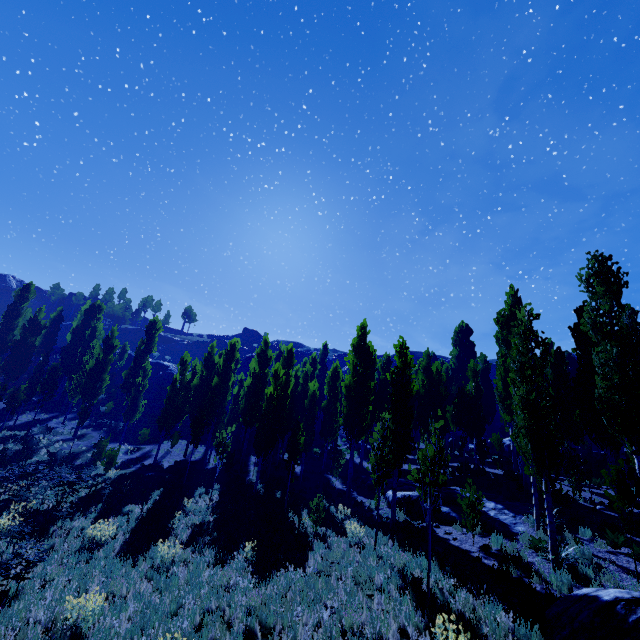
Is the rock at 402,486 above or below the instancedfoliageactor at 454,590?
above

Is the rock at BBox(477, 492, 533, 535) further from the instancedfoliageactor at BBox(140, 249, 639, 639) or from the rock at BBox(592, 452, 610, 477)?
the rock at BBox(592, 452, 610, 477)

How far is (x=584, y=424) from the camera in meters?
14.2

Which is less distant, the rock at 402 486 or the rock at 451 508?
the rock at 451 508

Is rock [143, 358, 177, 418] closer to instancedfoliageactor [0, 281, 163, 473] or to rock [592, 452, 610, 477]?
instancedfoliageactor [0, 281, 163, 473]

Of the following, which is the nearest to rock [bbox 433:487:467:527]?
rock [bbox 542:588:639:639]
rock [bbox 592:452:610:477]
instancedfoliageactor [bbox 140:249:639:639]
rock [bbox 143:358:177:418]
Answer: instancedfoliageactor [bbox 140:249:639:639]

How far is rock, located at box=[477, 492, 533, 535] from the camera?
12.2m
